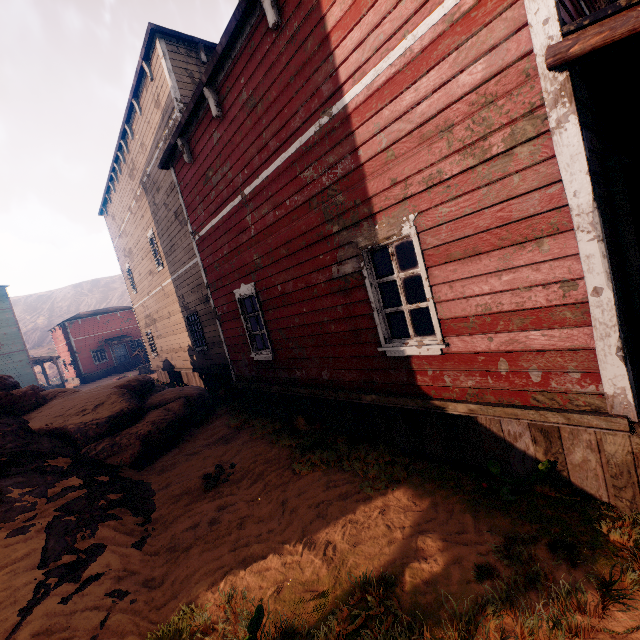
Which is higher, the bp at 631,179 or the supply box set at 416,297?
the bp at 631,179

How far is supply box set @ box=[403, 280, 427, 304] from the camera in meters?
11.3

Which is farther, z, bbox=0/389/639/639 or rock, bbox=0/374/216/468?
rock, bbox=0/374/216/468

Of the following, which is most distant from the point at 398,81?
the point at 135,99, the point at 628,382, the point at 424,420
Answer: the point at 135,99

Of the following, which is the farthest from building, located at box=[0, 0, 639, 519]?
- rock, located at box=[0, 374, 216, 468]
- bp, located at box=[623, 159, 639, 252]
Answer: rock, located at box=[0, 374, 216, 468]

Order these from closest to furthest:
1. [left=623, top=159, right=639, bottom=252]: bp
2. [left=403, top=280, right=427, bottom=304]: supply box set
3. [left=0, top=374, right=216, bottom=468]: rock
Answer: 1. [left=623, top=159, right=639, bottom=252]: bp
2. [left=0, top=374, right=216, bottom=468]: rock
3. [left=403, top=280, right=427, bottom=304]: supply box set

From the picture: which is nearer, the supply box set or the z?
the z

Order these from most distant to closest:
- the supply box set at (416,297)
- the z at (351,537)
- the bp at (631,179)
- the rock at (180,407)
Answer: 1. the supply box set at (416,297)
2. the rock at (180,407)
3. the bp at (631,179)
4. the z at (351,537)
